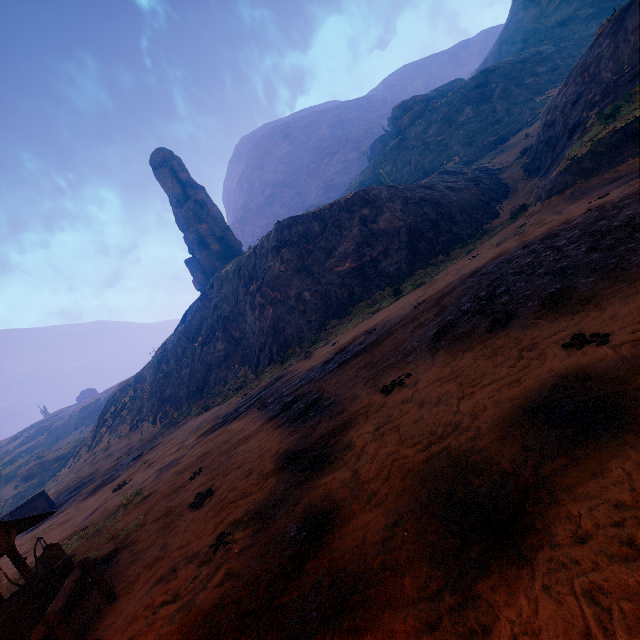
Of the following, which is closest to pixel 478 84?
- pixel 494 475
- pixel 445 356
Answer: pixel 445 356

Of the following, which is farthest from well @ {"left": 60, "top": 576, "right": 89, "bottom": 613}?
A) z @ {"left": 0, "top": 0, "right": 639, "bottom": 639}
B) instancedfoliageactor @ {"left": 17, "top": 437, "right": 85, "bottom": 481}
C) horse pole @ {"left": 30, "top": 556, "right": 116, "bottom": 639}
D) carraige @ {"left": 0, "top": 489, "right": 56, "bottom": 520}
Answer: instancedfoliageactor @ {"left": 17, "top": 437, "right": 85, "bottom": 481}

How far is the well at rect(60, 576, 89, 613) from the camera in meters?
6.6 m

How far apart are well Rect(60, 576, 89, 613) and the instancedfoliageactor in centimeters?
6262cm

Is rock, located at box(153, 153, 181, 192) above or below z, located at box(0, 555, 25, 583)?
above

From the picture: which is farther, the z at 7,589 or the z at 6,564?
the z at 6,564

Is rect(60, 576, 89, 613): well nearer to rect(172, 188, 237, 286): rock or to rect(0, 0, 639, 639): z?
rect(0, 0, 639, 639): z

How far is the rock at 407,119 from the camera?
56.8m
